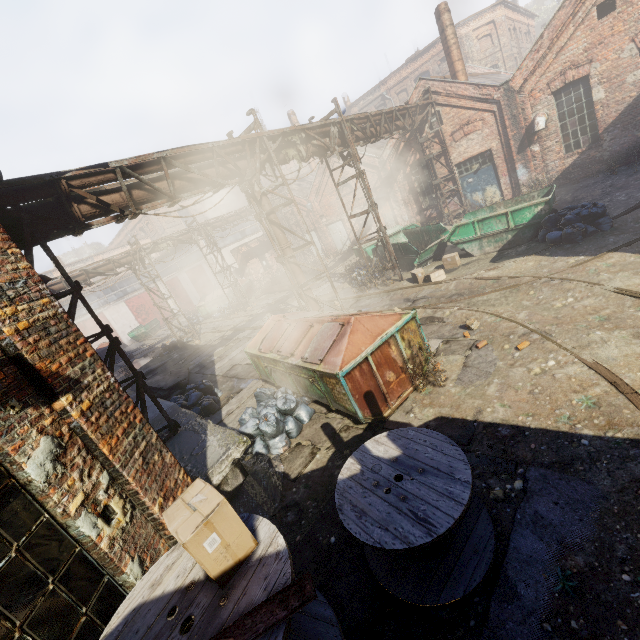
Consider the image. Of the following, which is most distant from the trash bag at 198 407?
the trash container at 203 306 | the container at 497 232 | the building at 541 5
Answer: the building at 541 5

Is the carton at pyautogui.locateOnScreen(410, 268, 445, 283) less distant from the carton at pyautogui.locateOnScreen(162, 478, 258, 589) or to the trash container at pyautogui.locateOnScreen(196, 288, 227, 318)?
the carton at pyautogui.locateOnScreen(162, 478, 258, 589)

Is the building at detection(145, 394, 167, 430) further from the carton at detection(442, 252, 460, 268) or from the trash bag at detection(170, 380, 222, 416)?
the carton at detection(442, 252, 460, 268)

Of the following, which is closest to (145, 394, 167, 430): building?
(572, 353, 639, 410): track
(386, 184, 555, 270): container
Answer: (572, 353, 639, 410): track

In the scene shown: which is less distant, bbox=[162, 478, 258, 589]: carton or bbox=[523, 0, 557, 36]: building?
bbox=[162, 478, 258, 589]: carton

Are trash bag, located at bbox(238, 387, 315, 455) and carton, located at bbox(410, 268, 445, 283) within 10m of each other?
yes

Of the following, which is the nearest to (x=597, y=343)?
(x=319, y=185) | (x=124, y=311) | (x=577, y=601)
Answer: (x=577, y=601)

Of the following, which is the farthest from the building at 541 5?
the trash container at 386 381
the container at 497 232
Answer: the trash container at 386 381
